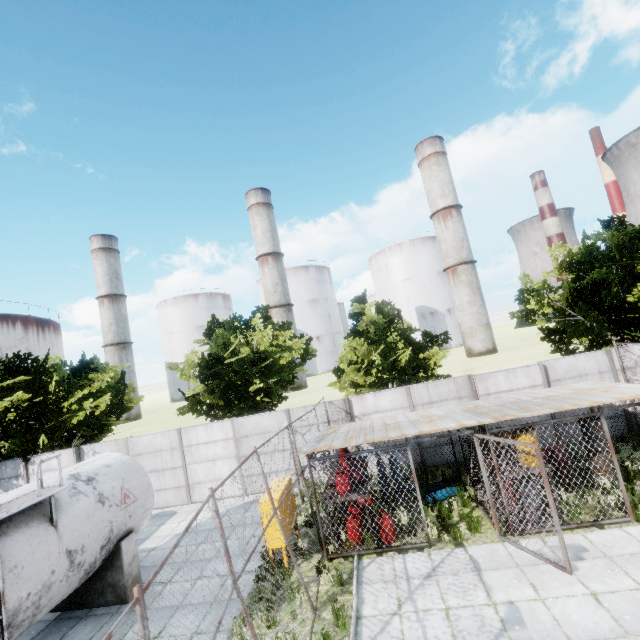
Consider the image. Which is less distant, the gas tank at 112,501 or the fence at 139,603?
the fence at 139,603

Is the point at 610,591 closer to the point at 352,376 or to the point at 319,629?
the point at 319,629

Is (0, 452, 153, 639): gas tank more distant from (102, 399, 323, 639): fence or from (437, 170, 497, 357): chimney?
(437, 170, 497, 357): chimney

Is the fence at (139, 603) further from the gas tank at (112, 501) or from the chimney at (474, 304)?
the chimney at (474, 304)

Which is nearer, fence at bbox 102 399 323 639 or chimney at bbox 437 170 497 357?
fence at bbox 102 399 323 639

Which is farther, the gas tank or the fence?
the gas tank

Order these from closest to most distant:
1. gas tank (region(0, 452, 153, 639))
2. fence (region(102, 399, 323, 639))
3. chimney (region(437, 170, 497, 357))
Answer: fence (region(102, 399, 323, 639)) < gas tank (region(0, 452, 153, 639)) < chimney (region(437, 170, 497, 357))

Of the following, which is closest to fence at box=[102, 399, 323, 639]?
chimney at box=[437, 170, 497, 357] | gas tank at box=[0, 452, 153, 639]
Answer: gas tank at box=[0, 452, 153, 639]
